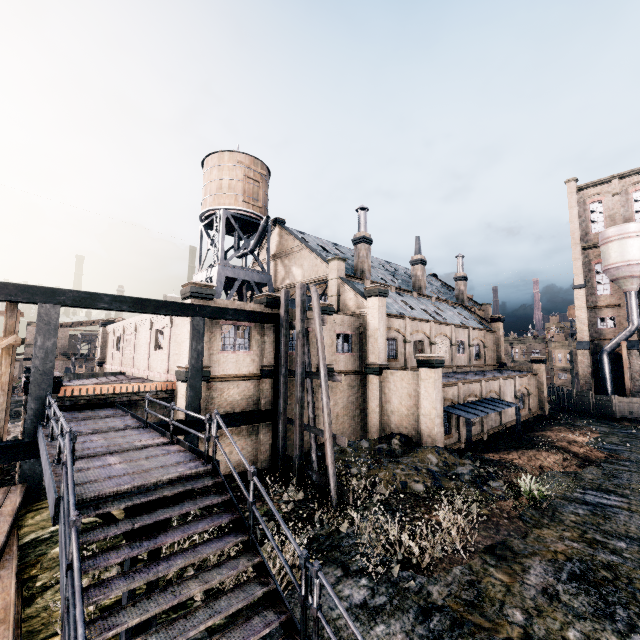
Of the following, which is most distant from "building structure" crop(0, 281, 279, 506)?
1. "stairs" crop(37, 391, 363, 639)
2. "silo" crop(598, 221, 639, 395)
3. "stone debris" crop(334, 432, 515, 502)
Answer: "silo" crop(598, 221, 639, 395)

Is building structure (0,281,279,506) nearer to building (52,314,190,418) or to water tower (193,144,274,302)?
building (52,314,190,418)

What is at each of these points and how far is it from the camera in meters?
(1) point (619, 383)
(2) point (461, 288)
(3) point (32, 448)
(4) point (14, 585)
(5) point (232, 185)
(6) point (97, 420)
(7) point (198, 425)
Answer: (1) building, 42.8
(2) chimney, 49.3
(3) building structure, 12.3
(4) wood pile, 7.4
(5) water tower, 31.2
(6) stairs, 13.5
(7) building structure, 16.7

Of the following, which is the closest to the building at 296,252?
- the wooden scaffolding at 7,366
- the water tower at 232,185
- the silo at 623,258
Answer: the silo at 623,258

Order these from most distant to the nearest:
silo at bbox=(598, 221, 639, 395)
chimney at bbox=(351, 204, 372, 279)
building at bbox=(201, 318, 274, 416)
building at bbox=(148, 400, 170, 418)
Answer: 1. silo at bbox=(598, 221, 639, 395)
2. chimney at bbox=(351, 204, 372, 279)
3. building at bbox=(148, 400, 170, 418)
4. building at bbox=(201, 318, 274, 416)

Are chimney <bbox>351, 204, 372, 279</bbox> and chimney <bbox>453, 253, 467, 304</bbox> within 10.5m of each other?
Answer: no

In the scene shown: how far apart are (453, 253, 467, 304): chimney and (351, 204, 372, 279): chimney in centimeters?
2203cm

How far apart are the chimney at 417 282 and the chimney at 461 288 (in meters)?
10.80
